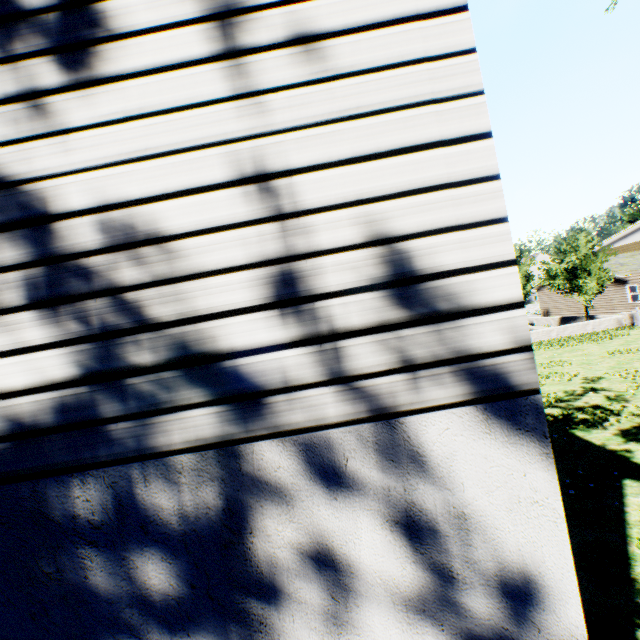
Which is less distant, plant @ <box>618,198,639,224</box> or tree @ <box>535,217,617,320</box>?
tree @ <box>535,217,617,320</box>

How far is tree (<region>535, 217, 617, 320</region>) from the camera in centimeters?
2347cm

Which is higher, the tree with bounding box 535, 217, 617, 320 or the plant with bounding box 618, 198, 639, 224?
the plant with bounding box 618, 198, 639, 224

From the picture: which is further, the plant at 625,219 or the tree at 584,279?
the plant at 625,219

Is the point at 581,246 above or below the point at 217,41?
above

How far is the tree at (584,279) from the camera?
23.5 meters
